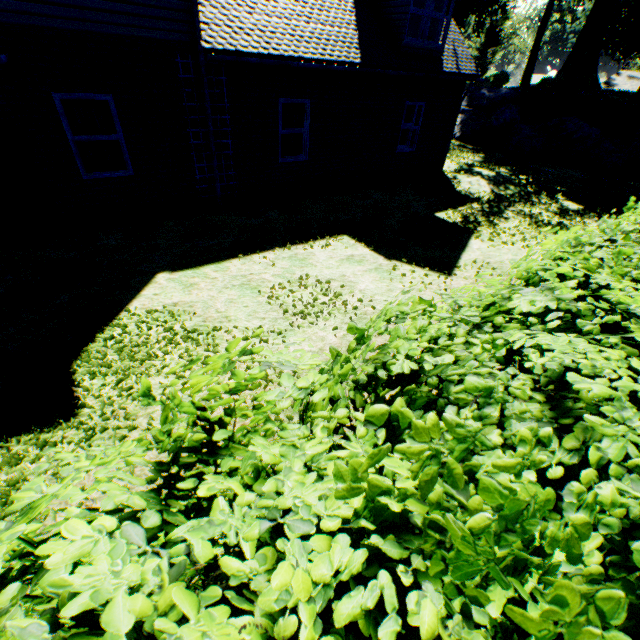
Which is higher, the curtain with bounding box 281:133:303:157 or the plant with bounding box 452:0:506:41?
the plant with bounding box 452:0:506:41

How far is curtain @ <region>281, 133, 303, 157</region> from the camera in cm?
960

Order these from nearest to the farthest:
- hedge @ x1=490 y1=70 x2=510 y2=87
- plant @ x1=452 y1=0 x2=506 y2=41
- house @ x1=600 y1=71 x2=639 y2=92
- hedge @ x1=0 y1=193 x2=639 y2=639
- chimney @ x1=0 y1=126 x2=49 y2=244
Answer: hedge @ x1=0 y1=193 x2=639 y2=639 → chimney @ x1=0 y1=126 x2=49 y2=244 → hedge @ x1=490 y1=70 x2=510 y2=87 → house @ x1=600 y1=71 x2=639 y2=92 → plant @ x1=452 y1=0 x2=506 y2=41

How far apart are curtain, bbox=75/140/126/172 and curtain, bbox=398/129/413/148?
8.92m

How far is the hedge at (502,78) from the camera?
28.77m

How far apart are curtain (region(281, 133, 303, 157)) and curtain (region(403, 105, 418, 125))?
3.96m

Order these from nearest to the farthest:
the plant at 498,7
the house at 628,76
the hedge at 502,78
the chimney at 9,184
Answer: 1. the chimney at 9,184
2. the hedge at 502,78
3. the house at 628,76
4. the plant at 498,7

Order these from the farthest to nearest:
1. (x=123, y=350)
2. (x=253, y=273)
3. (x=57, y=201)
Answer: (x=57, y=201)
(x=253, y=273)
(x=123, y=350)
